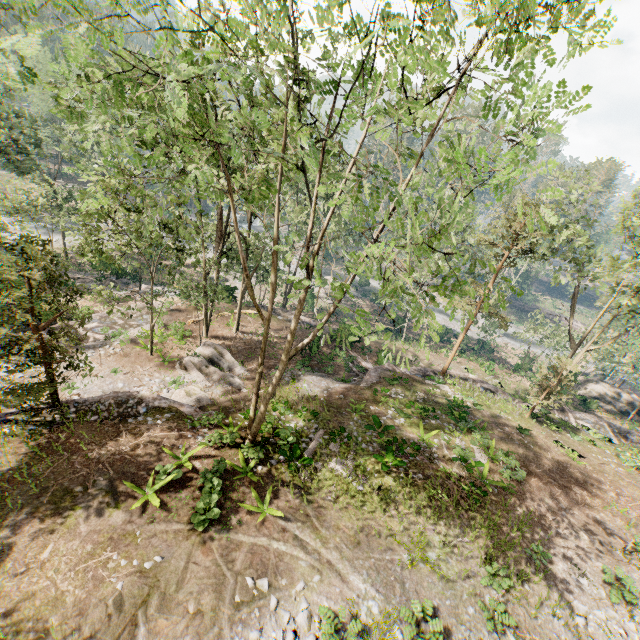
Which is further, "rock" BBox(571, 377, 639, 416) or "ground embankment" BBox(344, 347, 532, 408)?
"rock" BBox(571, 377, 639, 416)

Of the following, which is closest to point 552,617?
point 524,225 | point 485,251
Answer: point 524,225

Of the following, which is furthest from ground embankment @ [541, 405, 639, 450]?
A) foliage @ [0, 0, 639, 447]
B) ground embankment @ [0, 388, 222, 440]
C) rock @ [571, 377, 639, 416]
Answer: ground embankment @ [0, 388, 222, 440]

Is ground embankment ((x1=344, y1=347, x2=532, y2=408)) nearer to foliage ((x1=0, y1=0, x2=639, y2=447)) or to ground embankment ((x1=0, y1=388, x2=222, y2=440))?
foliage ((x1=0, y1=0, x2=639, y2=447))

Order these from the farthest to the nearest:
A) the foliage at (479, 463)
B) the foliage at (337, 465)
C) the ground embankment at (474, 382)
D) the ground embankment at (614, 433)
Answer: the ground embankment at (614, 433), the ground embankment at (474, 382), the foliage at (479, 463), the foliage at (337, 465)

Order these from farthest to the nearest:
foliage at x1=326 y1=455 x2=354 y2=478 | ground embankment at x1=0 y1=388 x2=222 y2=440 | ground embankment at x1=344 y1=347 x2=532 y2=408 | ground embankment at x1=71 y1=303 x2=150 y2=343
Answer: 1. ground embankment at x1=344 y1=347 x2=532 y2=408
2. ground embankment at x1=71 y1=303 x2=150 y2=343
3. foliage at x1=326 y1=455 x2=354 y2=478
4. ground embankment at x1=0 y1=388 x2=222 y2=440

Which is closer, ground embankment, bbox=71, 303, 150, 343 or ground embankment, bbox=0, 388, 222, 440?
ground embankment, bbox=0, 388, 222, 440

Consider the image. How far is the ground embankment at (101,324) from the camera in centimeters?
2261cm
